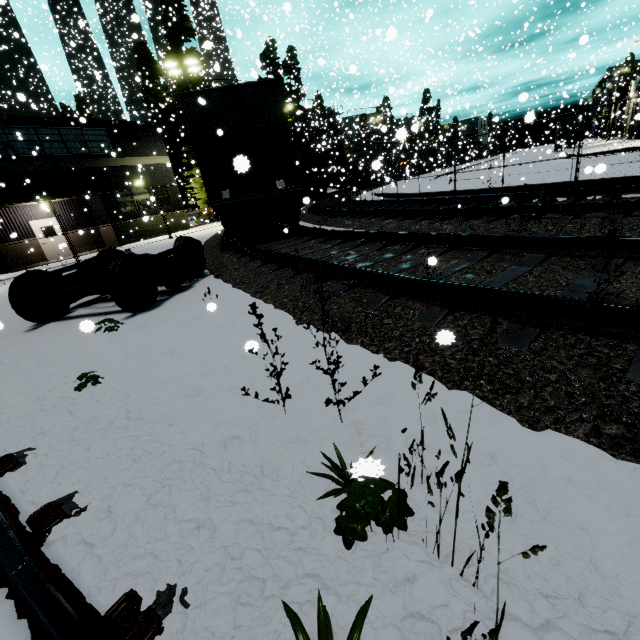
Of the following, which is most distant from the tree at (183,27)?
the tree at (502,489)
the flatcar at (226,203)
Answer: the tree at (502,489)

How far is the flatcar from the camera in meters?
9.6 m

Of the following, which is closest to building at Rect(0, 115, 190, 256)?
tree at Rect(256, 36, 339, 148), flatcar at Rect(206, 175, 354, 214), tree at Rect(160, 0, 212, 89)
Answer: flatcar at Rect(206, 175, 354, 214)

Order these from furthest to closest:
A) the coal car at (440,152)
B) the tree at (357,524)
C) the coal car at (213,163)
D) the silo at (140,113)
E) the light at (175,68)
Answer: the coal car at (440,152), the silo at (140,113), the light at (175,68), the coal car at (213,163), the tree at (357,524)

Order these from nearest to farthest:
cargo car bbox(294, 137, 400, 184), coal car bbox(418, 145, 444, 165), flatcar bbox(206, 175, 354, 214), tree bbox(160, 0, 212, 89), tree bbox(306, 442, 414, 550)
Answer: tree bbox(306, 442, 414, 550), flatcar bbox(206, 175, 354, 214), tree bbox(160, 0, 212, 89), cargo car bbox(294, 137, 400, 184), coal car bbox(418, 145, 444, 165)

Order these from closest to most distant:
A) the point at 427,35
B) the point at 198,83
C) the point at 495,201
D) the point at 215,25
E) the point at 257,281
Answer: the point at 257,281, the point at 495,201, the point at 215,25, the point at 427,35, the point at 198,83

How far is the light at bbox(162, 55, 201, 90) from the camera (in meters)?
19.48

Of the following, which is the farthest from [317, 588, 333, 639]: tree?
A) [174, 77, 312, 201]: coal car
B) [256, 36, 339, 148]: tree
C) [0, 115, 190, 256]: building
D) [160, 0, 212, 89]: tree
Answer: [160, 0, 212, 89]: tree
